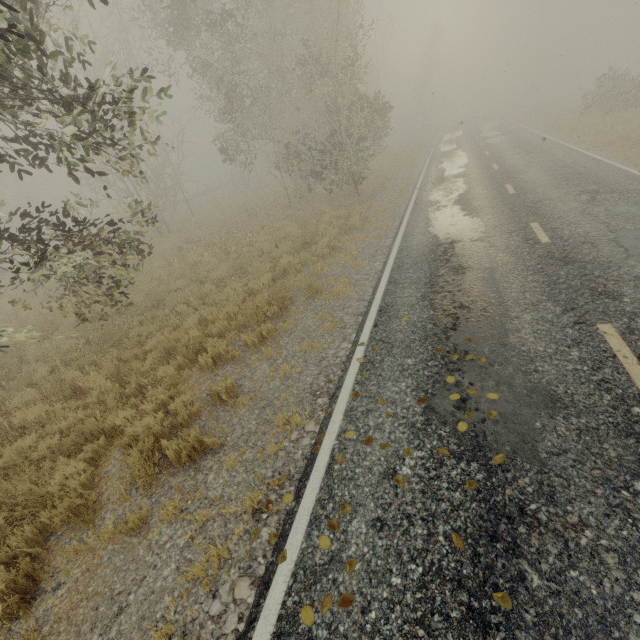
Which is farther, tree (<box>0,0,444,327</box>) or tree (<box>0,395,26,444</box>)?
tree (<box>0,395,26,444</box>)

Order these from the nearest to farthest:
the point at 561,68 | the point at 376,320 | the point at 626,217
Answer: the point at 376,320
the point at 626,217
the point at 561,68

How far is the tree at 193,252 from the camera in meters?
13.4 m

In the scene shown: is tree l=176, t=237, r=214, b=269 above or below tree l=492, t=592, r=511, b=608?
above

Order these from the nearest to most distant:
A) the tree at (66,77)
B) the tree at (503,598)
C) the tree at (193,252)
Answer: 1. the tree at (503,598)
2. the tree at (66,77)
3. the tree at (193,252)
